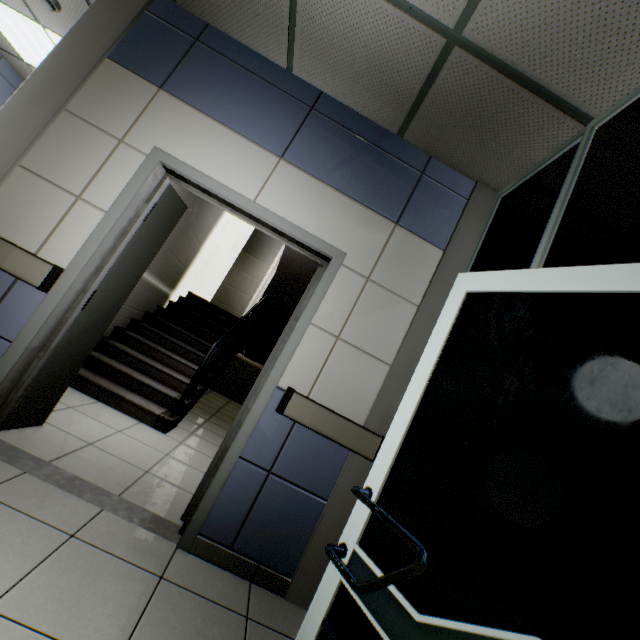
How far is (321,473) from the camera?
2.14m

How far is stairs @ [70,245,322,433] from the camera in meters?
3.6 m

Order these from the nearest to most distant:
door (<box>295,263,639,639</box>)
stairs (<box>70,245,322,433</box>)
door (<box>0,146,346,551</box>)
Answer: door (<box>295,263,639,639</box>) < door (<box>0,146,346,551</box>) < stairs (<box>70,245,322,433</box>)

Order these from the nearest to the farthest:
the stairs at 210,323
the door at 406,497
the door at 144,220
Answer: the door at 406,497 → the door at 144,220 → the stairs at 210,323

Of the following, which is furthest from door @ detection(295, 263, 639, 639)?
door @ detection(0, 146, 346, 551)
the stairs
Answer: the stairs

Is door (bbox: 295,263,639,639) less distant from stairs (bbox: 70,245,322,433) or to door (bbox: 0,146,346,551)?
door (bbox: 0,146,346,551)

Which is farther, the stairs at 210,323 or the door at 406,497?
the stairs at 210,323
